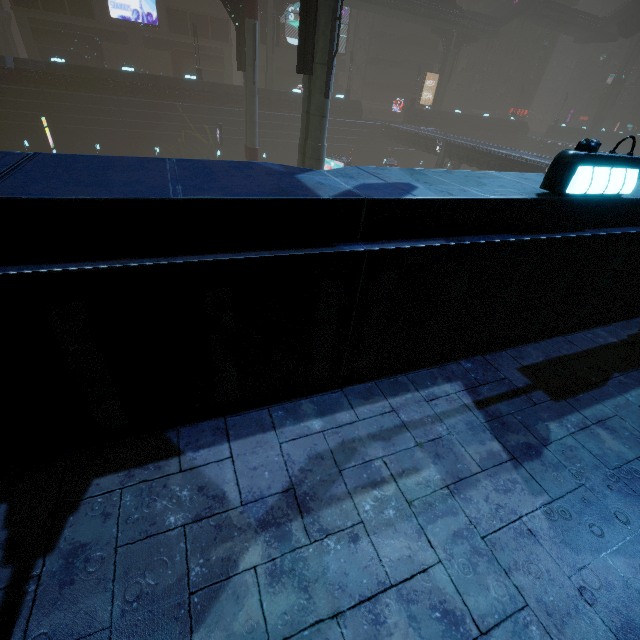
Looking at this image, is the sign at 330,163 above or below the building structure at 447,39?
below

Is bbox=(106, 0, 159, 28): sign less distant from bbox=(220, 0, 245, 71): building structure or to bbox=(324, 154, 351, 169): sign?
bbox=(220, 0, 245, 71): building structure

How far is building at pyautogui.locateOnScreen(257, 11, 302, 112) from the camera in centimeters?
3758cm

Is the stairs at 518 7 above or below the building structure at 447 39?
above

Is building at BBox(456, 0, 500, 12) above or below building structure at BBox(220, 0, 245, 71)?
above

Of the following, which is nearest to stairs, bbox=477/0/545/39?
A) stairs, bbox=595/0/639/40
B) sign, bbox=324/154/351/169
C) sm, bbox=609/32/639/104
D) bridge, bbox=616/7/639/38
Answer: sm, bbox=609/32/639/104

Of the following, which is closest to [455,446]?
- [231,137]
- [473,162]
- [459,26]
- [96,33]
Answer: [473,162]
